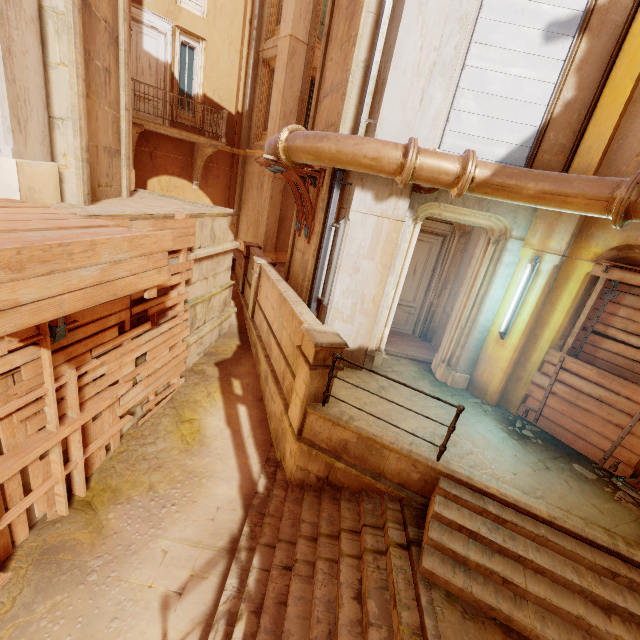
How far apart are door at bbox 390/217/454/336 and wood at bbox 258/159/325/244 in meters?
2.5

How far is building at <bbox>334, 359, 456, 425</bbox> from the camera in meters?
5.8 m

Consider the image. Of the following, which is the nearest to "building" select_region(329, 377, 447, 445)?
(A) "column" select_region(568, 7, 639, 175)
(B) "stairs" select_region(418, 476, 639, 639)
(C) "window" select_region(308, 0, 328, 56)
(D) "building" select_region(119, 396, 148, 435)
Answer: (B) "stairs" select_region(418, 476, 639, 639)

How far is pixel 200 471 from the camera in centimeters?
629cm

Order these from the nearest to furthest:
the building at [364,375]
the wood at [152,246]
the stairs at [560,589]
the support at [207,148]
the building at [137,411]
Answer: the wood at [152,246]
the stairs at [560,589]
the building at [364,375]
the building at [137,411]
the support at [207,148]

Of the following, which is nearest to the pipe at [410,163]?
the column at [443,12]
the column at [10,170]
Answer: the column at [443,12]

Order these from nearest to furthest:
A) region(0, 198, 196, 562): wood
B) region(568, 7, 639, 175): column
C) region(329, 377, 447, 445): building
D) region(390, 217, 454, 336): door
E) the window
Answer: region(0, 198, 196, 562): wood < region(568, 7, 639, 175): column < region(329, 377, 447, 445): building < region(390, 217, 454, 336): door < the window
